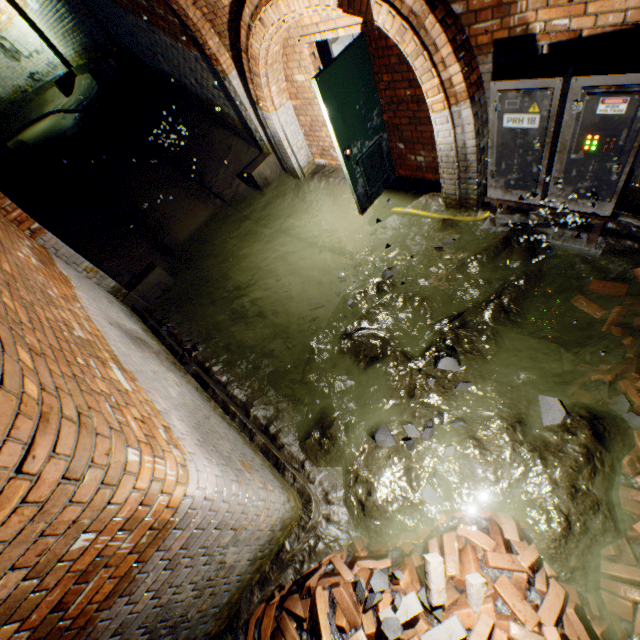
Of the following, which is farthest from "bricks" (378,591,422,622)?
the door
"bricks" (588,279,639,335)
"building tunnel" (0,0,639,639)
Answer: the door

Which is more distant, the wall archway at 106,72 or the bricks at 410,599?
the wall archway at 106,72

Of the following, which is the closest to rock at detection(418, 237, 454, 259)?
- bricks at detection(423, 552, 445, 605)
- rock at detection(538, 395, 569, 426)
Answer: rock at detection(538, 395, 569, 426)

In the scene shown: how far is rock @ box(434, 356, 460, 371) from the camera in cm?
335

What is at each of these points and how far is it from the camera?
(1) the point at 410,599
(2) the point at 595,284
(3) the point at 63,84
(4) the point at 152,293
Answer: (1) bricks, 2.4m
(2) bricks, 3.6m
(3) wall archway, 11.3m
(4) wall archway, 6.4m

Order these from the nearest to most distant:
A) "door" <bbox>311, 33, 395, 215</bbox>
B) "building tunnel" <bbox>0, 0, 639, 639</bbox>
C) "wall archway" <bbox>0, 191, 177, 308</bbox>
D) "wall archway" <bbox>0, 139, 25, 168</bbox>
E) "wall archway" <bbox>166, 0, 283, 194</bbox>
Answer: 1. "building tunnel" <bbox>0, 0, 639, 639</bbox>
2. "door" <bbox>311, 33, 395, 215</bbox>
3. "wall archway" <bbox>0, 191, 177, 308</bbox>
4. "wall archway" <bbox>166, 0, 283, 194</bbox>
5. "wall archway" <bbox>0, 139, 25, 168</bbox>

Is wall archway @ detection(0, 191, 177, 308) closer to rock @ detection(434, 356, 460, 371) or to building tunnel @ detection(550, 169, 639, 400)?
building tunnel @ detection(550, 169, 639, 400)

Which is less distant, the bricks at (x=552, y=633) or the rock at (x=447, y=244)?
the bricks at (x=552, y=633)
